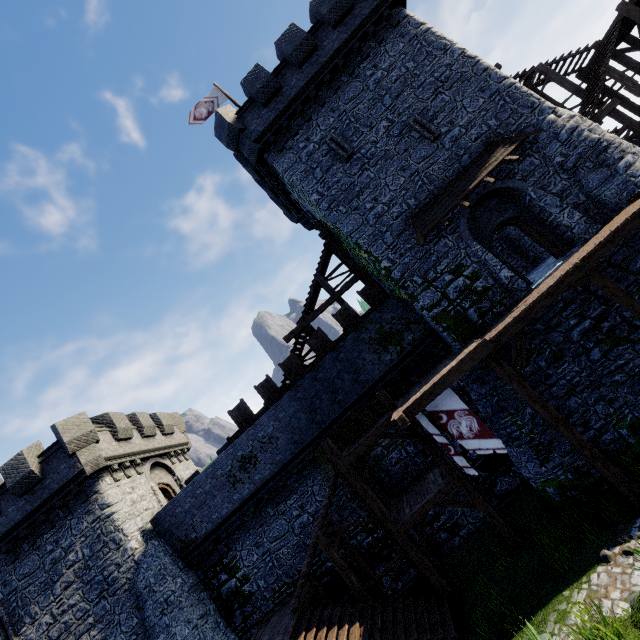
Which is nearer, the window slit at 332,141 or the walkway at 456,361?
the walkway at 456,361

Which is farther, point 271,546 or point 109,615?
point 271,546

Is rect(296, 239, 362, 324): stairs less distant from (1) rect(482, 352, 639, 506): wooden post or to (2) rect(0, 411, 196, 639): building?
(2) rect(0, 411, 196, 639): building

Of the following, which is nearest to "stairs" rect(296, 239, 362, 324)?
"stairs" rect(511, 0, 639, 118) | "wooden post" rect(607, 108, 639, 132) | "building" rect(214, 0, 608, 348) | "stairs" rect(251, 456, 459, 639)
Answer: "building" rect(214, 0, 608, 348)

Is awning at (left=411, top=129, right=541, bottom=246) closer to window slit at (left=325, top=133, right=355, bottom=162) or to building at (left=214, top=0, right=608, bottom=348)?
building at (left=214, top=0, right=608, bottom=348)

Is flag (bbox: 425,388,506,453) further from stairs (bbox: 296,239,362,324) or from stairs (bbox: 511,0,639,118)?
stairs (bbox: 511,0,639,118)

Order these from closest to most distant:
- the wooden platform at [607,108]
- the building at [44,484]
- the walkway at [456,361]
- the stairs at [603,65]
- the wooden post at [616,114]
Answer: the walkway at [456,361], the wooden platform at [607,108], the building at [44,484], the stairs at [603,65], the wooden post at [616,114]

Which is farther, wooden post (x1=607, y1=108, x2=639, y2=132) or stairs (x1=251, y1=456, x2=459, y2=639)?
wooden post (x1=607, y1=108, x2=639, y2=132)
